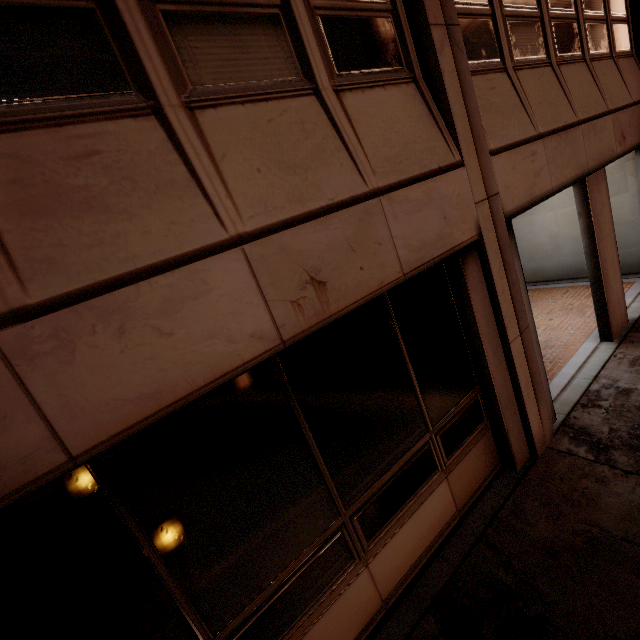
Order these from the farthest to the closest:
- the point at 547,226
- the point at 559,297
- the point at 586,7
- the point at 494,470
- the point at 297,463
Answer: the point at 547,226 < the point at 559,297 < the point at 586,7 < the point at 494,470 < the point at 297,463
